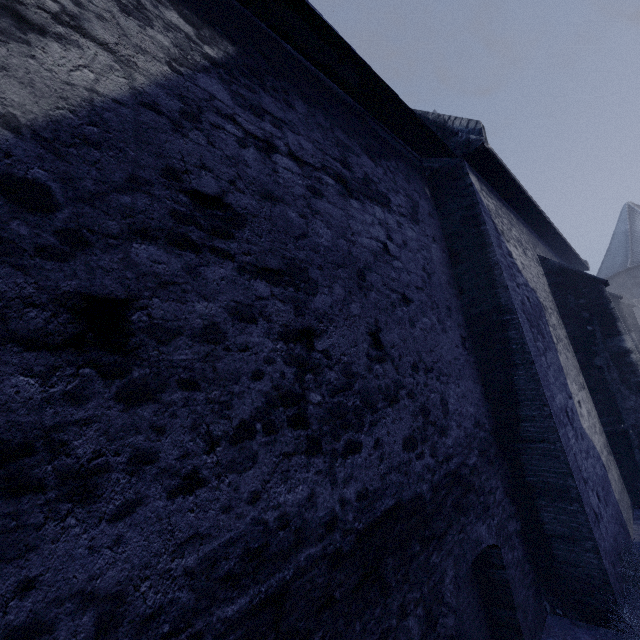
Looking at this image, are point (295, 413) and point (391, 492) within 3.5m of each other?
yes
